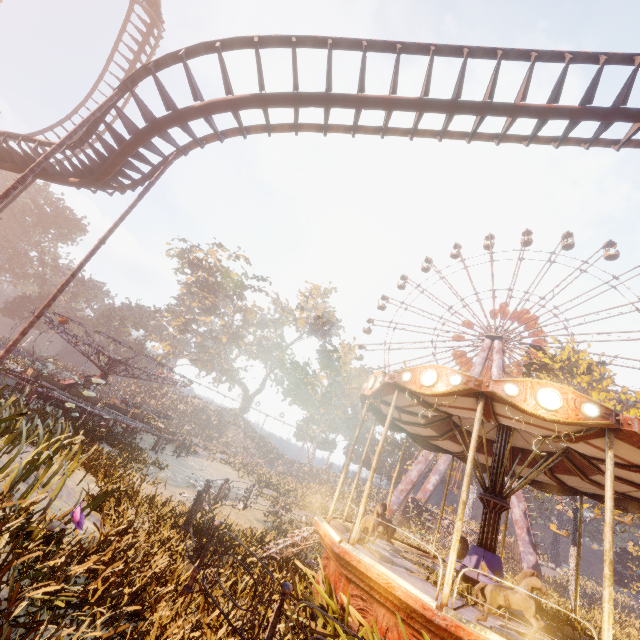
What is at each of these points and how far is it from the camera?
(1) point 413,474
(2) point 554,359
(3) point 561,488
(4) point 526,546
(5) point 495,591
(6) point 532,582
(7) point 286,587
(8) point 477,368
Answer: (1) metal support, 38.2m
(2) tree, 28.4m
(3) carousel, 10.2m
(4) metal support, 30.0m
(5) horse, 5.2m
(6) horse, 5.1m
(7) metal fence, 4.2m
(8) metal support, 42.9m

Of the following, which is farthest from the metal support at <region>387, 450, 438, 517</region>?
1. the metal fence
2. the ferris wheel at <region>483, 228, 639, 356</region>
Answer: the metal fence

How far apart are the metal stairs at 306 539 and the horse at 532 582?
3.8 meters

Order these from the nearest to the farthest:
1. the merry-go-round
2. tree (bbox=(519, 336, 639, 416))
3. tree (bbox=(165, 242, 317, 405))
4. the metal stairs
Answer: the metal stairs → the merry-go-round → tree (bbox=(519, 336, 639, 416)) → tree (bbox=(165, 242, 317, 405))

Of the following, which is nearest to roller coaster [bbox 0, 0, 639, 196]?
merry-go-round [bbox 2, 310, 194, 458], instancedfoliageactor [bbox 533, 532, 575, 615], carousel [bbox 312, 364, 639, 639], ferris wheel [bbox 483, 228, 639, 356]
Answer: merry-go-round [bbox 2, 310, 194, 458]

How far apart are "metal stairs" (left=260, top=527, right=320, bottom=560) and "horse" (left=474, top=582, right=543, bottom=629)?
3.8m

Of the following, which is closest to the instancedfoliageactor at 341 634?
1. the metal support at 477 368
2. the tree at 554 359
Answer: the tree at 554 359
